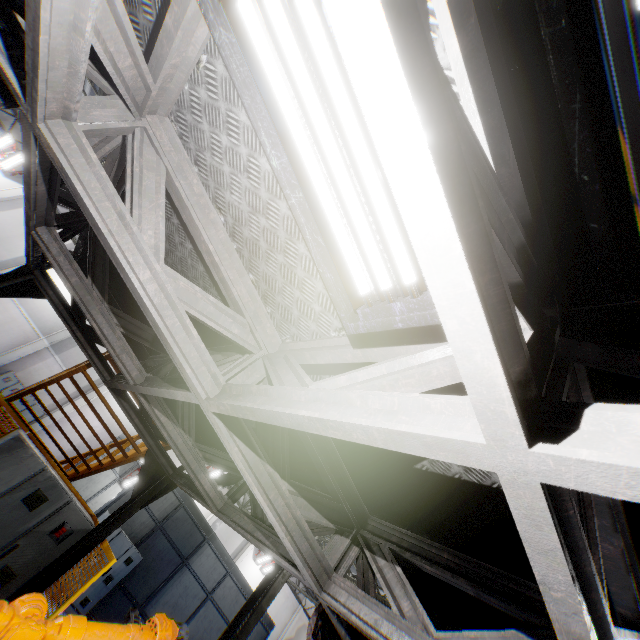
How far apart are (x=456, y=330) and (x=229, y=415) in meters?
2.1 m

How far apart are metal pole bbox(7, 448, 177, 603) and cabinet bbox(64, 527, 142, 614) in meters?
7.9 m

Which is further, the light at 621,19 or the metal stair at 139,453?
the metal stair at 139,453

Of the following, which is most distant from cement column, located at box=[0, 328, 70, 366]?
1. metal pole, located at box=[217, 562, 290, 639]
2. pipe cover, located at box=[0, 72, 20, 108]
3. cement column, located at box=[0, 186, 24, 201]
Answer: pipe cover, located at box=[0, 72, 20, 108]

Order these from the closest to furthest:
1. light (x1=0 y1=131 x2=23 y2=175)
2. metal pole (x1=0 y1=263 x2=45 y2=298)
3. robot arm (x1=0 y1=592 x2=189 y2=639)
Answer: robot arm (x1=0 y1=592 x2=189 y2=639), metal pole (x1=0 y1=263 x2=45 y2=298), light (x1=0 y1=131 x2=23 y2=175)

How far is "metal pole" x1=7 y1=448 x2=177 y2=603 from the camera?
4.4m

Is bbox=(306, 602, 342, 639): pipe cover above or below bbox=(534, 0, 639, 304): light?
below

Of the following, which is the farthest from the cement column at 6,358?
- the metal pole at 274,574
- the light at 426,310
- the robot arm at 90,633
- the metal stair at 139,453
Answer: the light at 426,310
